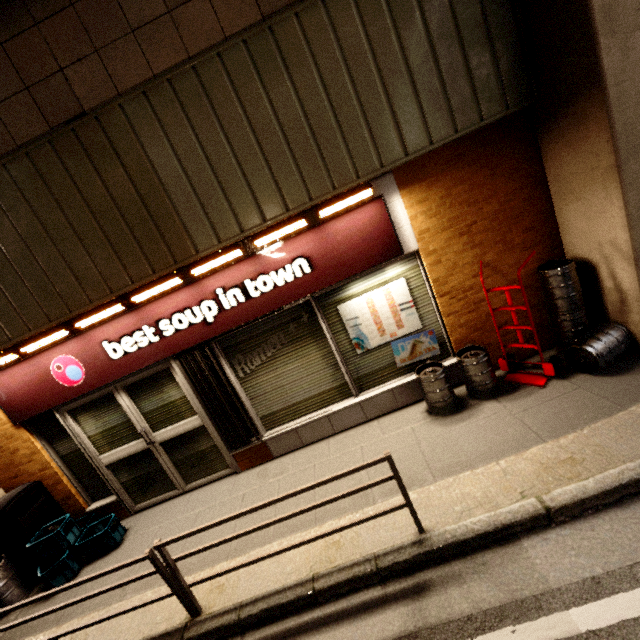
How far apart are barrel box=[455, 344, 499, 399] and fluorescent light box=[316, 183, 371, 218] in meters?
2.3

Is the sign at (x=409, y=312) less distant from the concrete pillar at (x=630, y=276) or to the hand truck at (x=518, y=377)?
the hand truck at (x=518, y=377)

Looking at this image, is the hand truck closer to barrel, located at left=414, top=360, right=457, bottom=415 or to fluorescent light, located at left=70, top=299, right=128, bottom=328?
barrel, located at left=414, top=360, right=457, bottom=415

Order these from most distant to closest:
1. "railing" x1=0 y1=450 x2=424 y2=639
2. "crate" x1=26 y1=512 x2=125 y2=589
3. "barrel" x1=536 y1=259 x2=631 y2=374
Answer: "crate" x1=26 y1=512 x2=125 y2=589, "barrel" x1=536 y1=259 x2=631 y2=374, "railing" x1=0 y1=450 x2=424 y2=639

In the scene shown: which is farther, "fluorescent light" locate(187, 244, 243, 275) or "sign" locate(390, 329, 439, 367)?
"sign" locate(390, 329, 439, 367)

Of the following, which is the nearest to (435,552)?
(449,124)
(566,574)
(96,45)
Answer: (566,574)

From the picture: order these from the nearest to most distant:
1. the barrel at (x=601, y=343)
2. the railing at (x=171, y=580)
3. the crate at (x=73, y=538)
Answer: the railing at (x=171, y=580) → the barrel at (x=601, y=343) → the crate at (x=73, y=538)

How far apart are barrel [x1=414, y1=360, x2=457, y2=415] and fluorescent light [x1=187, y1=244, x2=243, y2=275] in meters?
2.7
